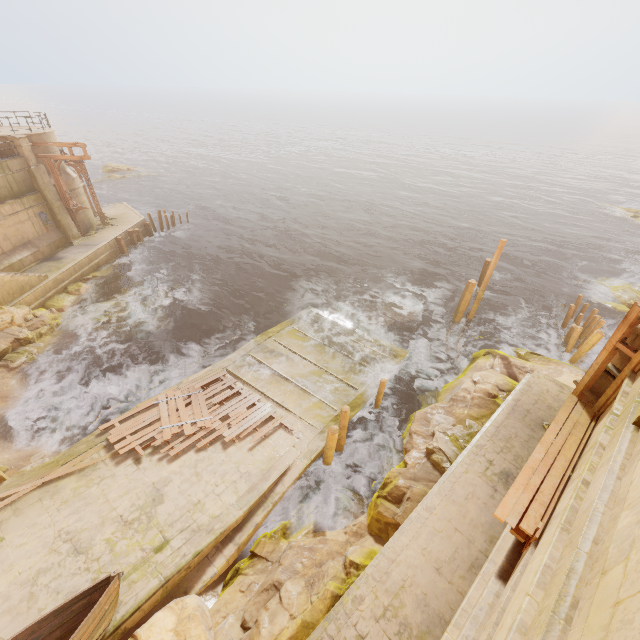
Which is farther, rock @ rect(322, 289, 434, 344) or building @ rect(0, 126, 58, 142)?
building @ rect(0, 126, 58, 142)

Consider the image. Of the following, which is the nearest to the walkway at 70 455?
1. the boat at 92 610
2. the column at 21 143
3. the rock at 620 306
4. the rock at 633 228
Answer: the boat at 92 610

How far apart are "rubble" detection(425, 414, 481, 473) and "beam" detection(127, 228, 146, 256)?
27.0m

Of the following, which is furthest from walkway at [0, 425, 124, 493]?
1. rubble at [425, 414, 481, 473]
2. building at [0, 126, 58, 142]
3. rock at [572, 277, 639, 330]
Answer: rock at [572, 277, 639, 330]

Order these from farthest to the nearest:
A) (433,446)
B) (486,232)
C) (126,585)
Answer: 1. (486,232)
2. (433,446)
3. (126,585)

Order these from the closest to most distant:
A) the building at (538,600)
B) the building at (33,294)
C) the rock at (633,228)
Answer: the building at (538,600) < the building at (33,294) < the rock at (633,228)

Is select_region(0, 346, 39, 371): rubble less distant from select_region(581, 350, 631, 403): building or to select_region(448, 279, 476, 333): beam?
select_region(581, 350, 631, 403): building

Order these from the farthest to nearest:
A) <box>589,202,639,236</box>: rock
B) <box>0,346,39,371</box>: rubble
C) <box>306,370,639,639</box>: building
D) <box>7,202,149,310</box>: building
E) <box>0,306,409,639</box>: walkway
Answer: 1. <box>589,202,639,236</box>: rock
2. <box>7,202,149,310</box>: building
3. <box>0,346,39,371</box>: rubble
4. <box>0,306,409,639</box>: walkway
5. <box>306,370,639,639</box>: building
